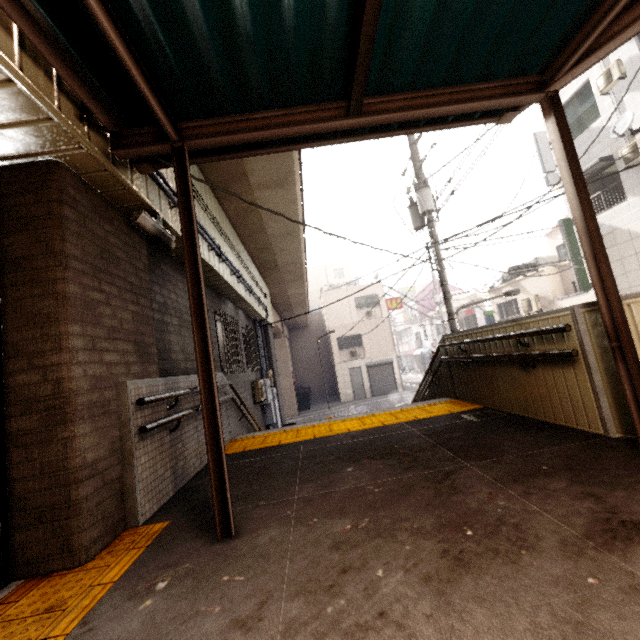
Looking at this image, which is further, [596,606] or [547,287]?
[547,287]

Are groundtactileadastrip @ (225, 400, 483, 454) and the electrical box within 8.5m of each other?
yes

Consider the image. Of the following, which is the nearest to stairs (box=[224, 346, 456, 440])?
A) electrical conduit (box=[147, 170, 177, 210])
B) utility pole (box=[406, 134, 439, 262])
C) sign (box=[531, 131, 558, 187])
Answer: electrical conduit (box=[147, 170, 177, 210])

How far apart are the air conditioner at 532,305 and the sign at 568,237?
3.9m

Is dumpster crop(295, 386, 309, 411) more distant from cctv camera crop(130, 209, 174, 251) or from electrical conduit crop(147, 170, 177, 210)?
cctv camera crop(130, 209, 174, 251)

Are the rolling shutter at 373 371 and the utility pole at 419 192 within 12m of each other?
no

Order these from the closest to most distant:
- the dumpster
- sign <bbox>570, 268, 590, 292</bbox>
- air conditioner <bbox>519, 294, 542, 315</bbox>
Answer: sign <bbox>570, 268, 590, 292</bbox> < air conditioner <bbox>519, 294, 542, 315</bbox> < the dumpster

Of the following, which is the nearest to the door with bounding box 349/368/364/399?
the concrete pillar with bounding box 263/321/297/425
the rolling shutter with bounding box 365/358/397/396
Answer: the rolling shutter with bounding box 365/358/397/396
